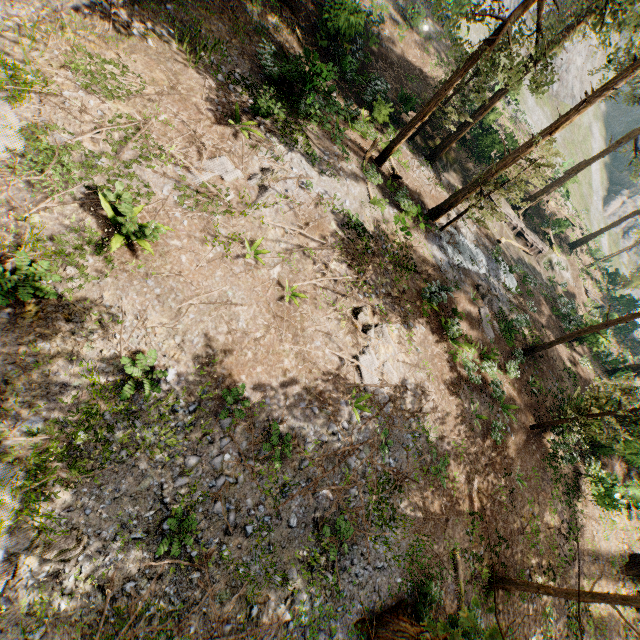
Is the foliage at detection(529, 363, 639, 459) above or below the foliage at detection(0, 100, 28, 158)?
above

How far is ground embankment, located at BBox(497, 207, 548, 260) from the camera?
29.6m

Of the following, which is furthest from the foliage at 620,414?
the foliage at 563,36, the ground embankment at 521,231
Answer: the ground embankment at 521,231

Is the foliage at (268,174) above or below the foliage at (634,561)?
above

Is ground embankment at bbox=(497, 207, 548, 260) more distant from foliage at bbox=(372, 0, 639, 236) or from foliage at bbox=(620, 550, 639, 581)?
foliage at bbox=(372, 0, 639, 236)

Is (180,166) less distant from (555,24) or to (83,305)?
(83,305)
